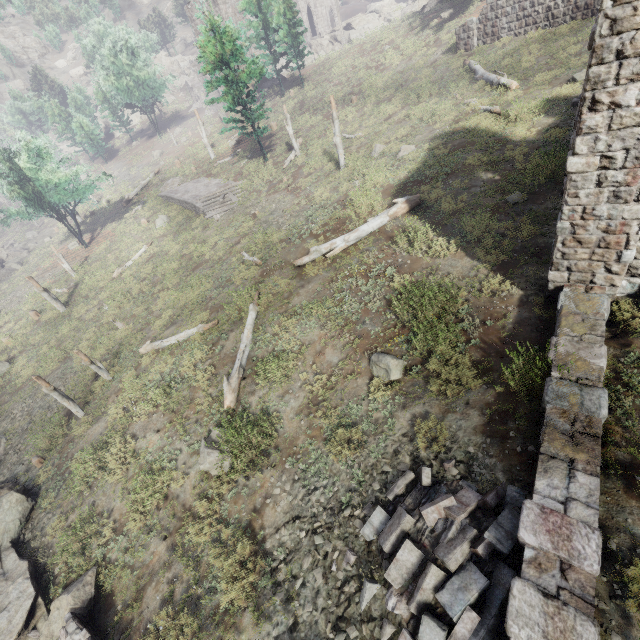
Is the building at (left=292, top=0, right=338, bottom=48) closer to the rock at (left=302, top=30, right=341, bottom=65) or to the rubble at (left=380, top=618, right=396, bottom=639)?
the rock at (left=302, top=30, right=341, bottom=65)

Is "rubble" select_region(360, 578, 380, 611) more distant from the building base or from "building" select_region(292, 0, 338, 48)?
"building" select_region(292, 0, 338, 48)

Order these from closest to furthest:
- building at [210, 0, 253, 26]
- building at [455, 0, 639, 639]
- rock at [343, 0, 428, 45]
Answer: building at [455, 0, 639, 639] → rock at [343, 0, 428, 45] → building at [210, 0, 253, 26]

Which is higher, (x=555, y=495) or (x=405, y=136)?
(x=405, y=136)

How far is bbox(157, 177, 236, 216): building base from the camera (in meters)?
26.05

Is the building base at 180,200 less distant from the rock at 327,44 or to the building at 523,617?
the building at 523,617

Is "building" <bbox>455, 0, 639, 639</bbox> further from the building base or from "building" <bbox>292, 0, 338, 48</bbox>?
"building" <bbox>292, 0, 338, 48</bbox>

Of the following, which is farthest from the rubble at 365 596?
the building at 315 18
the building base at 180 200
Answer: the building at 315 18
